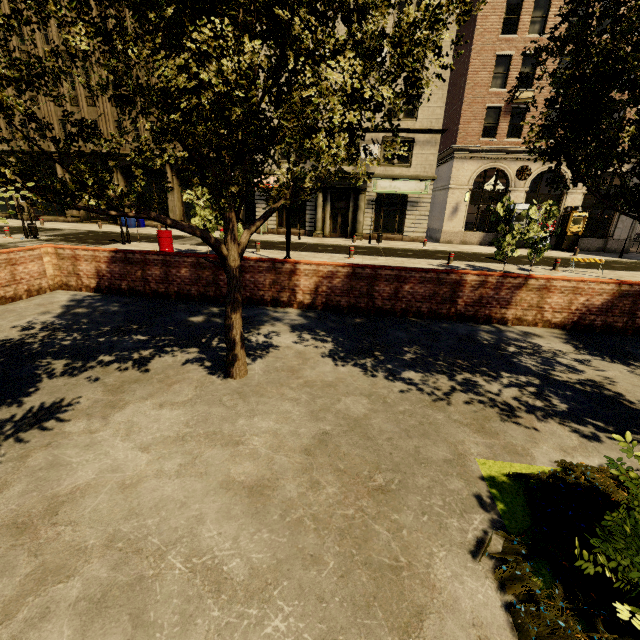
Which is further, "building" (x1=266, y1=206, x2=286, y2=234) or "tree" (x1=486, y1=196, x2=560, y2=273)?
"building" (x1=266, y1=206, x2=286, y2=234)

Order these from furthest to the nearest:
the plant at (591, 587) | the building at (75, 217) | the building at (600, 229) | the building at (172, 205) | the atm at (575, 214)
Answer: the building at (75, 217) < the building at (172, 205) < the atm at (575, 214) < the building at (600, 229) < the plant at (591, 587)

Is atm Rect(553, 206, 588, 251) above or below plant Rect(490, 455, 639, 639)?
above

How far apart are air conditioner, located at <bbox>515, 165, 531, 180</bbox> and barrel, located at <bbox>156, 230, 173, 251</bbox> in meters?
23.7

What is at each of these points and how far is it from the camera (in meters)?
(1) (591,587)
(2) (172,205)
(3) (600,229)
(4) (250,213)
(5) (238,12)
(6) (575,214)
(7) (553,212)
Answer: (1) plant, 2.33
(2) building, 27.69
(3) building, 47.81
(4) building, 31.50
(5) tree, 2.93
(6) atm, 22.81
(7) tree, 12.93

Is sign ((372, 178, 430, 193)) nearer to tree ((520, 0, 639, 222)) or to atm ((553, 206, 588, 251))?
atm ((553, 206, 588, 251))

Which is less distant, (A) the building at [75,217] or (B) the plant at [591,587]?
(B) the plant at [591,587]

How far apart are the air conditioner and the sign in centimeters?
594cm
